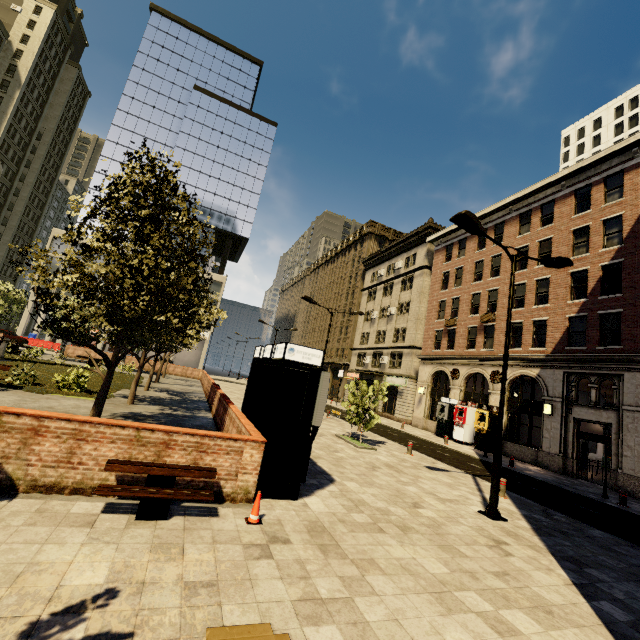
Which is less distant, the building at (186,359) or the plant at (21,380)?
the plant at (21,380)

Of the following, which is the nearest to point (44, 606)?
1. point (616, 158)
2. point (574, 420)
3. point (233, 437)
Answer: point (233, 437)

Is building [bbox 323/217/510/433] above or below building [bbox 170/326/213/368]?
above

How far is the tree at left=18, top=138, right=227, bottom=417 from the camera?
7.5m

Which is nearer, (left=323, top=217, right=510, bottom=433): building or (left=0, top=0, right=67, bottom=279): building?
(left=323, top=217, right=510, bottom=433): building

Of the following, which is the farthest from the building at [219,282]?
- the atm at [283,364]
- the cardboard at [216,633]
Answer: the cardboard at [216,633]

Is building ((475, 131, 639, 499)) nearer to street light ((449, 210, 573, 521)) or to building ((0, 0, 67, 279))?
building ((0, 0, 67, 279))

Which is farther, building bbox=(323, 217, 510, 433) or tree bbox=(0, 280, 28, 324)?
tree bbox=(0, 280, 28, 324)
